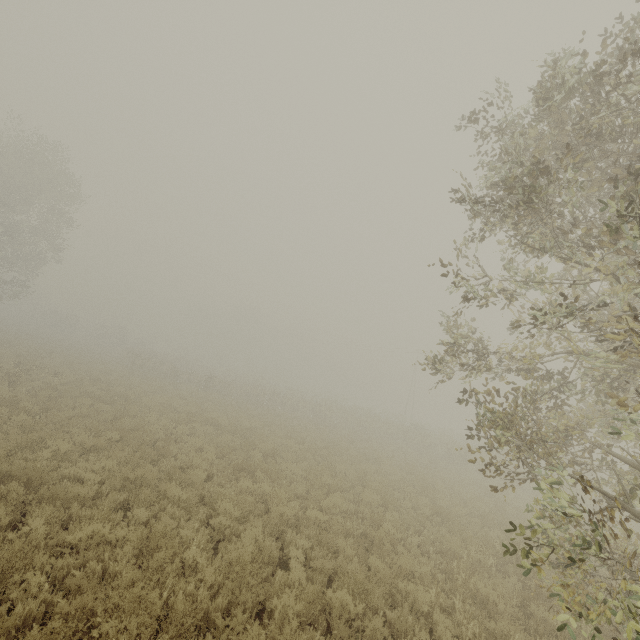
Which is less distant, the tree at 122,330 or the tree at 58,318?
the tree at 122,330

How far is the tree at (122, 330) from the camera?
51.4 meters

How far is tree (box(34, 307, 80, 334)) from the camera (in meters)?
52.28

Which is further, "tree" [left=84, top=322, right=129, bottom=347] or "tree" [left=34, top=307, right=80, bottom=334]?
"tree" [left=34, top=307, right=80, bottom=334]

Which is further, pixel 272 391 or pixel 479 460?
pixel 272 391
